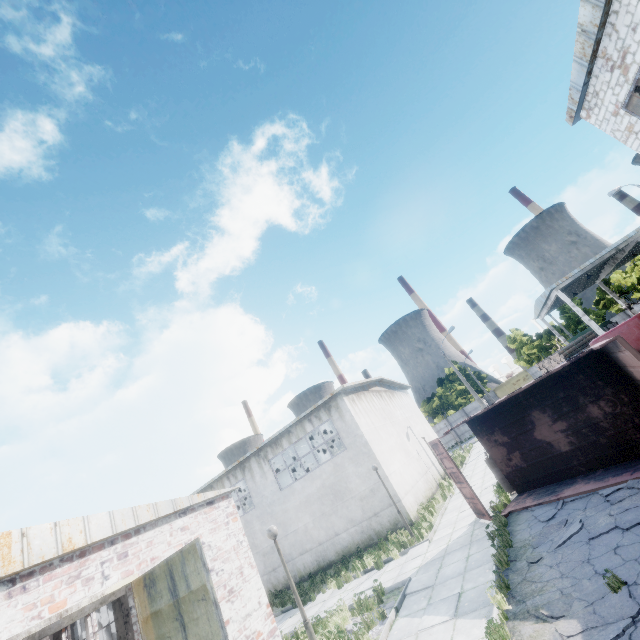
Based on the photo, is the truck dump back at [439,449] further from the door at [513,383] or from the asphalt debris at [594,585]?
the door at [513,383]

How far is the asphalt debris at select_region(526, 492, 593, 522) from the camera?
8.91m

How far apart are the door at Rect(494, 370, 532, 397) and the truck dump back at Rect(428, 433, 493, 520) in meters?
45.5 m

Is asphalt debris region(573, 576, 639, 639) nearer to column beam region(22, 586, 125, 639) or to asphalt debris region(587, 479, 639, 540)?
asphalt debris region(587, 479, 639, 540)

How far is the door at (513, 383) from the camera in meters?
50.0

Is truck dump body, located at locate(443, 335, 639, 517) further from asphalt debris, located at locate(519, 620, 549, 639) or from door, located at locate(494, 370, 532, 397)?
door, located at locate(494, 370, 532, 397)

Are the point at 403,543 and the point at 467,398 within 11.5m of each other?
no

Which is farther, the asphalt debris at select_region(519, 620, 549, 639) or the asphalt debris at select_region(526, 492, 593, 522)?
the asphalt debris at select_region(526, 492, 593, 522)
